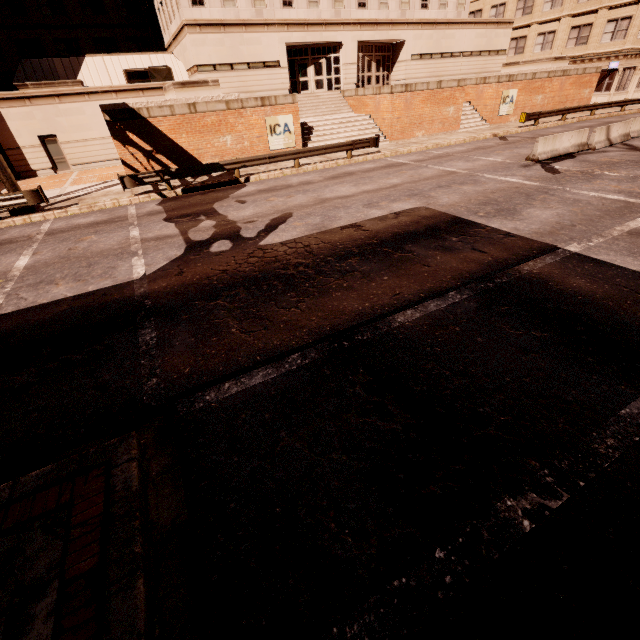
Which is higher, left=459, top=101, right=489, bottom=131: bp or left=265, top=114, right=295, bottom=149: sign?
left=265, top=114, right=295, bottom=149: sign

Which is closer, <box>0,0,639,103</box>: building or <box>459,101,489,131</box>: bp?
<box>0,0,639,103</box>: building

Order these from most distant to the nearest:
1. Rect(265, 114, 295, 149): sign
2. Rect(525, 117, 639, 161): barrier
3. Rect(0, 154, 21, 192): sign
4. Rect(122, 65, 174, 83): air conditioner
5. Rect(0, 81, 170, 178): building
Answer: Rect(122, 65, 174, 83): air conditioner → Rect(0, 81, 170, 178): building → Rect(265, 114, 295, 149): sign → Rect(525, 117, 639, 161): barrier → Rect(0, 154, 21, 192): sign

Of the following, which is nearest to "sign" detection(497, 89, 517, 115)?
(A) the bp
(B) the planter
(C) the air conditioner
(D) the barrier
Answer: (A) the bp

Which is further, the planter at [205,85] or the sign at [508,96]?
the sign at [508,96]

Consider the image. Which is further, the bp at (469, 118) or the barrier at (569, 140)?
the bp at (469, 118)

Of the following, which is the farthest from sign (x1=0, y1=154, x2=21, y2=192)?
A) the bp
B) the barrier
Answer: the bp

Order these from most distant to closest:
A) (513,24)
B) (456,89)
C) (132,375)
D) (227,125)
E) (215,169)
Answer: (513,24), (456,89), (227,125), (215,169), (132,375)
